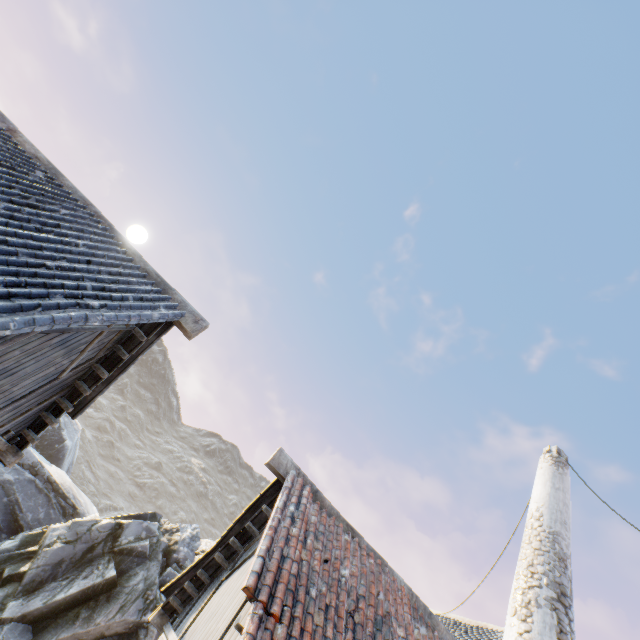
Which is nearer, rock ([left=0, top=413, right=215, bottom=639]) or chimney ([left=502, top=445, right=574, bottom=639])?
chimney ([left=502, top=445, right=574, bottom=639])

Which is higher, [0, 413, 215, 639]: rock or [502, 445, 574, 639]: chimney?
[502, 445, 574, 639]: chimney

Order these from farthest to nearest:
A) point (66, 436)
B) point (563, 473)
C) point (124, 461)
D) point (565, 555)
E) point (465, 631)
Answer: point (124, 461)
point (66, 436)
point (465, 631)
point (563, 473)
point (565, 555)

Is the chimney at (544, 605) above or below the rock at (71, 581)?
above

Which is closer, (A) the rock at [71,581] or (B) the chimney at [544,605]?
(B) the chimney at [544,605]
